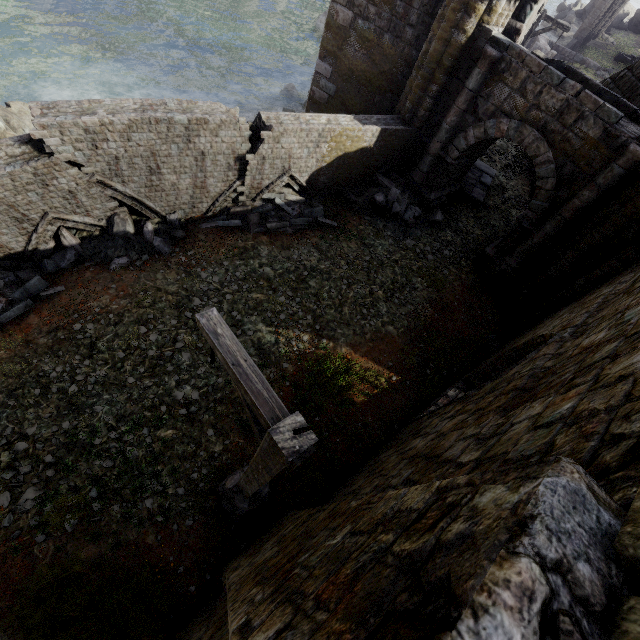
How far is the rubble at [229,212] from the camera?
9.61m

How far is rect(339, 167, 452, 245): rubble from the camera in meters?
11.2 m

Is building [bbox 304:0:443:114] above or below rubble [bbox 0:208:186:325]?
above

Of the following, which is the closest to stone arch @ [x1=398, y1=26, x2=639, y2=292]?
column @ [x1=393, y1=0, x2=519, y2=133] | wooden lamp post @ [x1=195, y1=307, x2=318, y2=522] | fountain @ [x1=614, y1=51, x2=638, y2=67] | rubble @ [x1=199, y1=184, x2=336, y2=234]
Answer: column @ [x1=393, y1=0, x2=519, y2=133]

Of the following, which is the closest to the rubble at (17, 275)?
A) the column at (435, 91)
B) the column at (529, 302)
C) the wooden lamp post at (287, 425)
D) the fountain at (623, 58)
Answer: the column at (435, 91)

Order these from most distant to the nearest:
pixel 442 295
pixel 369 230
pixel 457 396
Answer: pixel 369 230
pixel 442 295
pixel 457 396

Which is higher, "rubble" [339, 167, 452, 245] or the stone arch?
the stone arch

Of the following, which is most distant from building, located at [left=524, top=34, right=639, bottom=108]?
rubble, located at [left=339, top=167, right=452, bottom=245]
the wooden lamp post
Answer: rubble, located at [left=339, top=167, right=452, bottom=245]
